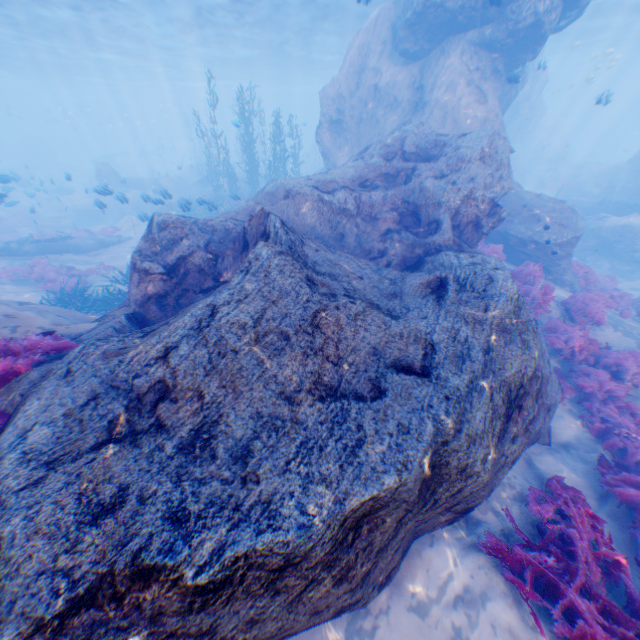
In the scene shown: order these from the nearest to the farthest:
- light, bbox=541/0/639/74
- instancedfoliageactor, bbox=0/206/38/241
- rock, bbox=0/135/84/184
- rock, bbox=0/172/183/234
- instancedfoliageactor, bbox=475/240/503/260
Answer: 1. instancedfoliageactor, bbox=475/240/503/260
2. rock, bbox=0/172/183/234
3. instancedfoliageactor, bbox=0/206/38/241
4. light, bbox=541/0/639/74
5. rock, bbox=0/135/84/184

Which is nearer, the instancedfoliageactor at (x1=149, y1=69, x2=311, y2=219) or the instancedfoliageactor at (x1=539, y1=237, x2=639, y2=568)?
the instancedfoliageactor at (x1=539, y1=237, x2=639, y2=568)

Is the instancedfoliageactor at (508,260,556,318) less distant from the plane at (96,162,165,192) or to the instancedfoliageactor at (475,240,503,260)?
the instancedfoliageactor at (475,240,503,260)

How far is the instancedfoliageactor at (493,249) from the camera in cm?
1138

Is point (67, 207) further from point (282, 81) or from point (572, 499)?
point (282, 81)

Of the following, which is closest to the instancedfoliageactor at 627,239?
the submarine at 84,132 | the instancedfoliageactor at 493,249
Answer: the instancedfoliageactor at 493,249

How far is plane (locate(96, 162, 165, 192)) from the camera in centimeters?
2733cm

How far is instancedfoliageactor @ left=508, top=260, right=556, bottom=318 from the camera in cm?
941
